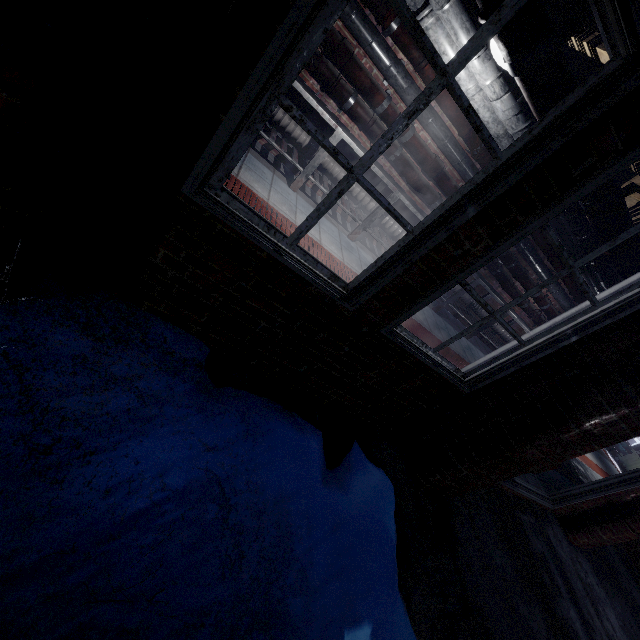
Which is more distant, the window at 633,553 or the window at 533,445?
the window at 633,553

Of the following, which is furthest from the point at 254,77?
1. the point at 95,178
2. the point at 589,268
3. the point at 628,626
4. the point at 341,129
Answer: the point at 628,626

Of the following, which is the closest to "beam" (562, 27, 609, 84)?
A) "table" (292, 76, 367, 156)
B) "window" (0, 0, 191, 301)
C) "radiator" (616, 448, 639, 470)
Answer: "window" (0, 0, 191, 301)

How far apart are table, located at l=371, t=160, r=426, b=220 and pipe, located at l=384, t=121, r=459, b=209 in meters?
0.1

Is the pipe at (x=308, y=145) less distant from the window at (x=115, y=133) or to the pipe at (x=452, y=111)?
the pipe at (x=452, y=111)

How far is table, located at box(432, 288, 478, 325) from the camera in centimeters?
508cm

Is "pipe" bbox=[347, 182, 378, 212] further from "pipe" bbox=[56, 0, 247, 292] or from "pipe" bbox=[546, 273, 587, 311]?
"pipe" bbox=[56, 0, 247, 292]
